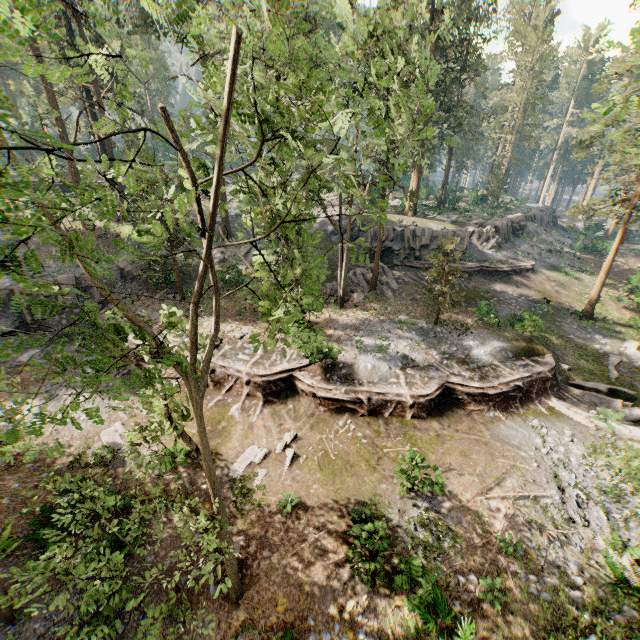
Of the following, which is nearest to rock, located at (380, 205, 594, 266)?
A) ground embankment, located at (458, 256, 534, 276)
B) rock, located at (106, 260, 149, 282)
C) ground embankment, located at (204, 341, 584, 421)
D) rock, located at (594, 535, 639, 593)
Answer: ground embankment, located at (458, 256, 534, 276)

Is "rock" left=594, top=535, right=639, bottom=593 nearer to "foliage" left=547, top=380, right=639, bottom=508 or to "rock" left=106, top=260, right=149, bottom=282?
"foliage" left=547, top=380, right=639, bottom=508

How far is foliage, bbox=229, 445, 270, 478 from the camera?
14.2 meters

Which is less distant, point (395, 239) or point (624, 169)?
point (624, 169)

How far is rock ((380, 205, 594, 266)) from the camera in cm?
3222

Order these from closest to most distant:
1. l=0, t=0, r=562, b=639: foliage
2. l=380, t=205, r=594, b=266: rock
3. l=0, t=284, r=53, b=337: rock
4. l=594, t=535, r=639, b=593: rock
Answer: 1. l=0, t=0, r=562, b=639: foliage
2. l=594, t=535, r=639, b=593: rock
3. l=0, t=284, r=53, b=337: rock
4. l=380, t=205, r=594, b=266: rock

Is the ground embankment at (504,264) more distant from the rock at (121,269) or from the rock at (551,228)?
the rock at (121,269)

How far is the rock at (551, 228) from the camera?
32.2 meters
